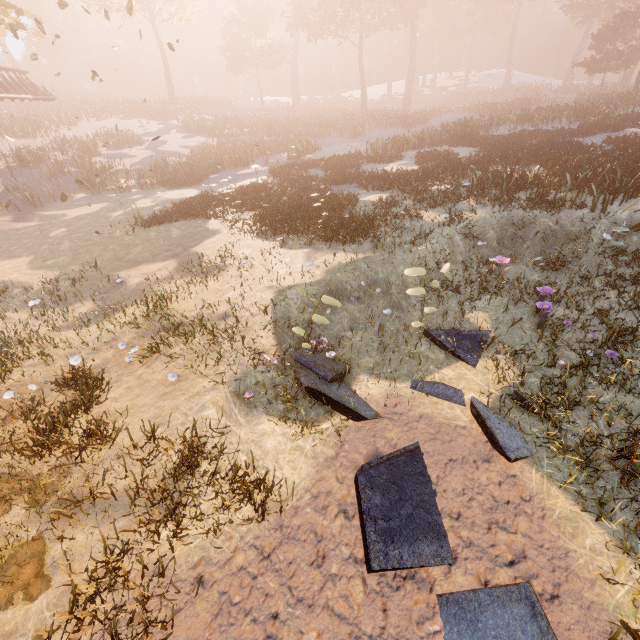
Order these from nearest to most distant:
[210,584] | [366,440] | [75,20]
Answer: [210,584], [366,440], [75,20]

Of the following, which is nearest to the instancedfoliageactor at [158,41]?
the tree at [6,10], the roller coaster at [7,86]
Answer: the tree at [6,10]

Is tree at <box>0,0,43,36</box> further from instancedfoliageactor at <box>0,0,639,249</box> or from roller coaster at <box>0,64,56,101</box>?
instancedfoliageactor at <box>0,0,639,249</box>

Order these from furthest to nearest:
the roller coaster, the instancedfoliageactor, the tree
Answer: the roller coaster < the tree < the instancedfoliageactor

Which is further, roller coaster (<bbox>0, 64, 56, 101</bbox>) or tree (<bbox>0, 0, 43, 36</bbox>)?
roller coaster (<bbox>0, 64, 56, 101</bbox>)

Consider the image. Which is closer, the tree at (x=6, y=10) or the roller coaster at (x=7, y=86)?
the tree at (x=6, y=10)

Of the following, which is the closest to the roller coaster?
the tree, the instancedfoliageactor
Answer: the tree
